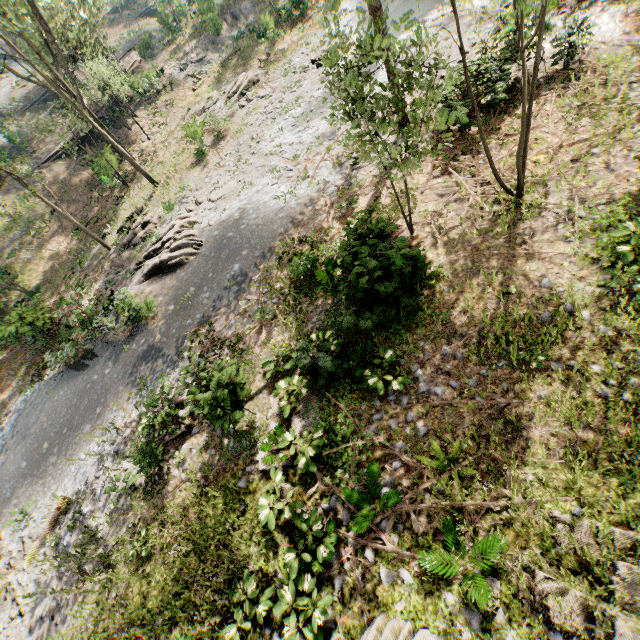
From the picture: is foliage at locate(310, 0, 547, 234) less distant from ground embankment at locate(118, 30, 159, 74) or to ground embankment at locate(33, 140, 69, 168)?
ground embankment at locate(118, 30, 159, 74)

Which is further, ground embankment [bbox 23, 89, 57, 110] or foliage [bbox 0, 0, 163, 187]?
ground embankment [bbox 23, 89, 57, 110]

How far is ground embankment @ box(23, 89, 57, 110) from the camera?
39.9 meters

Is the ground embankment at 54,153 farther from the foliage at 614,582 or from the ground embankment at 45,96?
the ground embankment at 45,96

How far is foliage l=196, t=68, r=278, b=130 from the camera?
24.0m

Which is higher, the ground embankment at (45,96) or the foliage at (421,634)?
the ground embankment at (45,96)

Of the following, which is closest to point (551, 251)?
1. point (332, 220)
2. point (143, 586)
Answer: point (332, 220)
